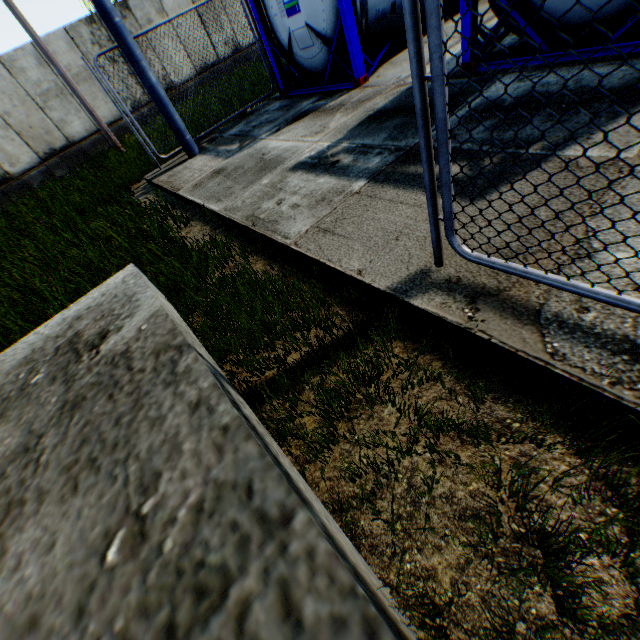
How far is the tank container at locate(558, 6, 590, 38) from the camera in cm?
365

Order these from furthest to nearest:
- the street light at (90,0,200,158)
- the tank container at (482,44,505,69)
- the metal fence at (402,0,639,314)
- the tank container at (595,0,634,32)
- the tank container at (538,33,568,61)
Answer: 1. the street light at (90,0,200,158)
2. the tank container at (482,44,505,69)
3. the tank container at (538,33,568,61)
4. the tank container at (595,0,634,32)
5. the metal fence at (402,0,639,314)

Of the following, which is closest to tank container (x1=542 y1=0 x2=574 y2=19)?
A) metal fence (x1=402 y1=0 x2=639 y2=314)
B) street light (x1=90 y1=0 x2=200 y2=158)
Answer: street light (x1=90 y1=0 x2=200 y2=158)

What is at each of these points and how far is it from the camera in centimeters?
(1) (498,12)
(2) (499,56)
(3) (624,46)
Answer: (1) tank container, 424cm
(2) tank container, 451cm
(3) tank container, 348cm

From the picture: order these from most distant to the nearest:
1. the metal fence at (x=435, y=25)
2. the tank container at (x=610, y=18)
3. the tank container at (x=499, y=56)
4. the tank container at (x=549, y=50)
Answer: the tank container at (x=499, y=56)
the tank container at (x=549, y=50)
the tank container at (x=610, y=18)
the metal fence at (x=435, y=25)

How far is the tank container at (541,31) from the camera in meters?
3.9
